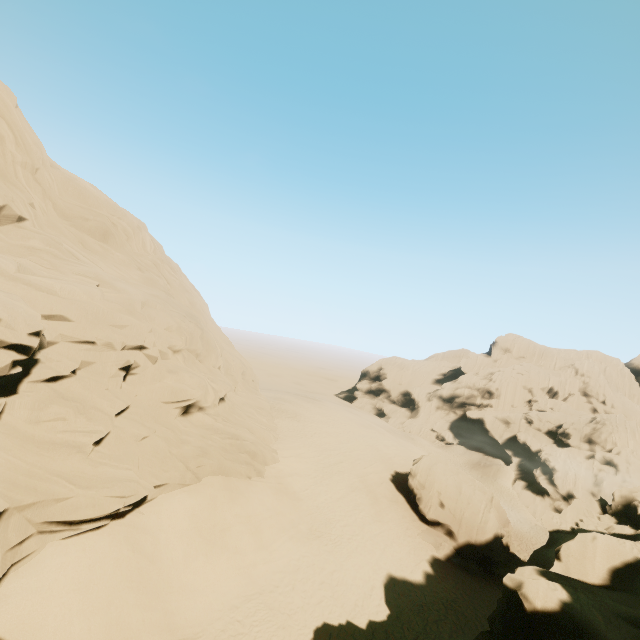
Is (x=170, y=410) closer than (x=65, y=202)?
Yes

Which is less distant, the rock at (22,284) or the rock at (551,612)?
the rock at (551,612)

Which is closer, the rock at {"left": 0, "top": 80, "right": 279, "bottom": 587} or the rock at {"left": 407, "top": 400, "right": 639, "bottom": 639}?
the rock at {"left": 407, "top": 400, "right": 639, "bottom": 639}
